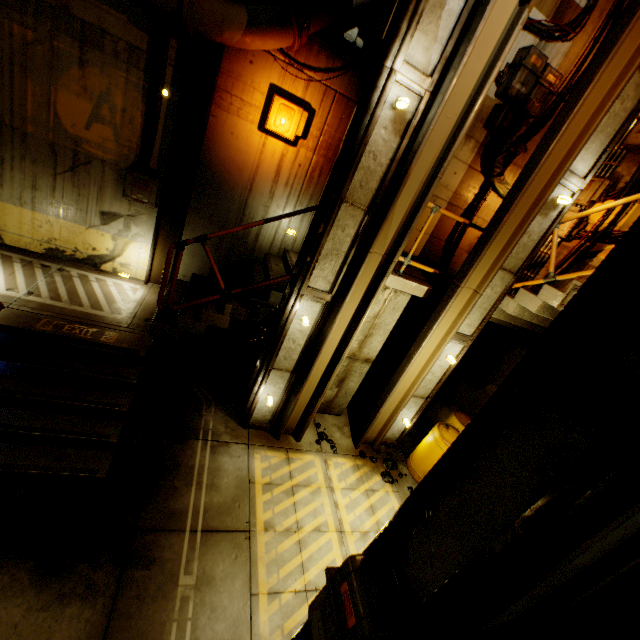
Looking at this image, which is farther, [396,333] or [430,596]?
[396,333]

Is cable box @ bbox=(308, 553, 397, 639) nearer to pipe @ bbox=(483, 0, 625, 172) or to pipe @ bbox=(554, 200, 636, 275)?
pipe @ bbox=(554, 200, 636, 275)

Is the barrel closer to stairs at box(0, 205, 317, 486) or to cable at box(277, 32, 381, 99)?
stairs at box(0, 205, 317, 486)

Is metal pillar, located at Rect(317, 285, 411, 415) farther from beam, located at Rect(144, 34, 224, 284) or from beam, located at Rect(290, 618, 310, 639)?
beam, located at Rect(290, 618, 310, 639)

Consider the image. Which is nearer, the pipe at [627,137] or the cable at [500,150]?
the pipe at [627,137]

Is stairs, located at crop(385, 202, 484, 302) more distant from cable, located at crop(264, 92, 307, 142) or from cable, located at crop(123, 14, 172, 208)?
cable, located at crop(123, 14, 172, 208)

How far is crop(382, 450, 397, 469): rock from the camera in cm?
676

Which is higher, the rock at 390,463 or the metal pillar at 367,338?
the metal pillar at 367,338
